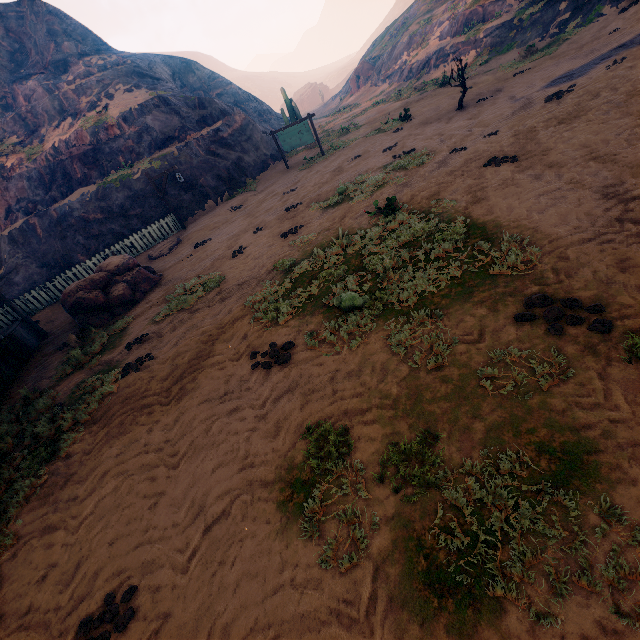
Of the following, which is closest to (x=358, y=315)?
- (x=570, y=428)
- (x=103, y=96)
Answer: (x=570, y=428)

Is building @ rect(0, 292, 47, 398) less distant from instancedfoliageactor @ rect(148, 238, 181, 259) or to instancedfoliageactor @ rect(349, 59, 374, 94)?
instancedfoliageactor @ rect(148, 238, 181, 259)

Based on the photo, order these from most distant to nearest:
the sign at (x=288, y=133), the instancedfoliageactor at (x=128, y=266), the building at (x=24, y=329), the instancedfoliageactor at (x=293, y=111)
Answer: the instancedfoliageactor at (x=293, y=111), the sign at (x=288, y=133), the instancedfoliageactor at (x=128, y=266), the building at (x=24, y=329)

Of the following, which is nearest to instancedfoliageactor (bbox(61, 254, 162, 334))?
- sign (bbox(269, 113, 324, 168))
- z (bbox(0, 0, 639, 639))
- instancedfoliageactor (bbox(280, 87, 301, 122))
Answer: z (bbox(0, 0, 639, 639))

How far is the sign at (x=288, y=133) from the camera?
17.6m

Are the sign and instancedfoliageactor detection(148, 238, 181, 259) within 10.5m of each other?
yes

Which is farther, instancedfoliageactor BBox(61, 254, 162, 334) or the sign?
the sign

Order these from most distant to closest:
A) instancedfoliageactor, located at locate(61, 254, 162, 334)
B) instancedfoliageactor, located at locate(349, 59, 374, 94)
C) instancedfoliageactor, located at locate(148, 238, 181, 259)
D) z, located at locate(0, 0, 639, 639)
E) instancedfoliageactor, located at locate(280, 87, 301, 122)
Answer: instancedfoliageactor, located at locate(349, 59, 374, 94) → instancedfoliageactor, located at locate(280, 87, 301, 122) → instancedfoliageactor, located at locate(148, 238, 181, 259) → instancedfoliageactor, located at locate(61, 254, 162, 334) → z, located at locate(0, 0, 639, 639)
